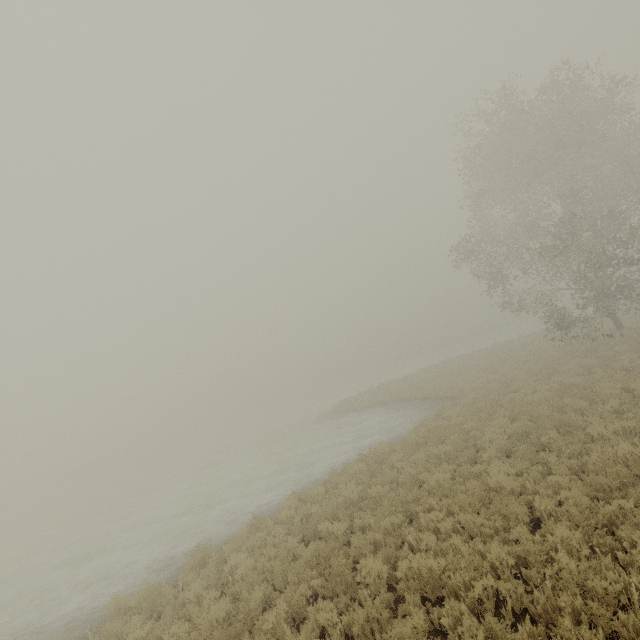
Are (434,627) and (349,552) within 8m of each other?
yes
